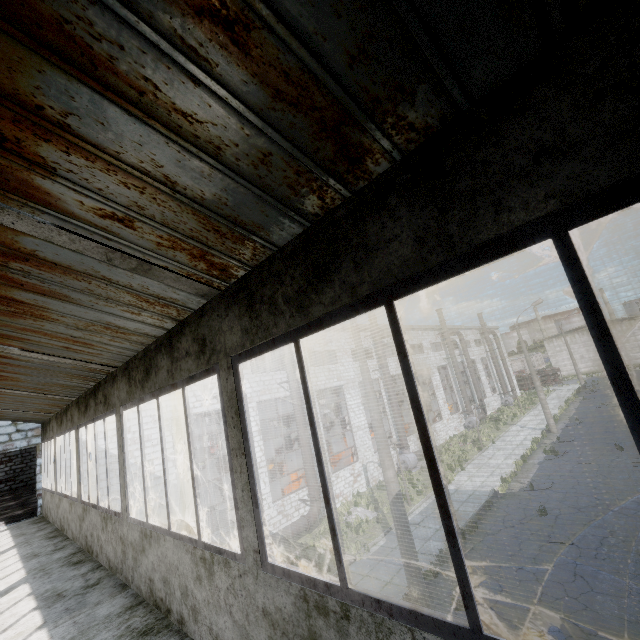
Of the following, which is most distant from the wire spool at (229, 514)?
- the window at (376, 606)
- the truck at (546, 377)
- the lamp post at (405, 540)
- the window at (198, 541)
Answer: the truck at (546, 377)

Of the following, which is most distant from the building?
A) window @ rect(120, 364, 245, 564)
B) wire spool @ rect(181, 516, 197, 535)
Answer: wire spool @ rect(181, 516, 197, 535)

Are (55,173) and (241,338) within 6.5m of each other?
yes

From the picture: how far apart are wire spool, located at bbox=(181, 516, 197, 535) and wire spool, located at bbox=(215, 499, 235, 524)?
0.2 meters

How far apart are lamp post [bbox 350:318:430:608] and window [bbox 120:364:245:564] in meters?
7.3

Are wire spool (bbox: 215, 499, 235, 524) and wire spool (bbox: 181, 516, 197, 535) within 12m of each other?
yes

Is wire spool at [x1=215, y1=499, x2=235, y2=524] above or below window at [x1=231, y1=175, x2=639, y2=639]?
below

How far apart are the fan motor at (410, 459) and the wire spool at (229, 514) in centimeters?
1065cm
